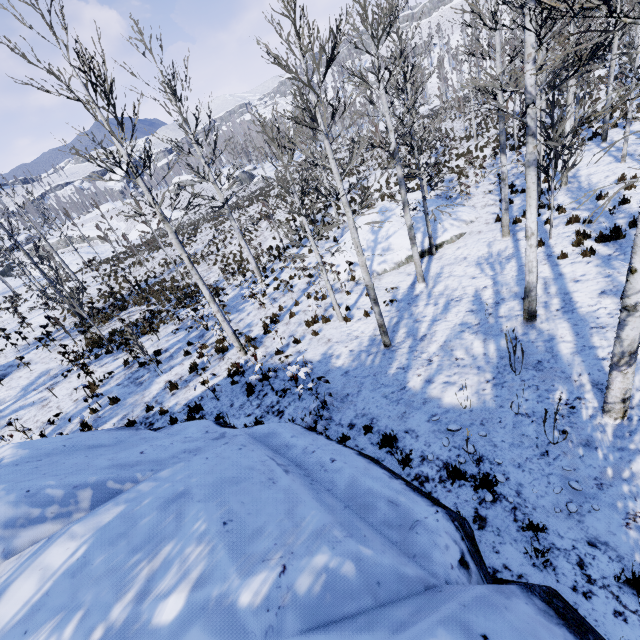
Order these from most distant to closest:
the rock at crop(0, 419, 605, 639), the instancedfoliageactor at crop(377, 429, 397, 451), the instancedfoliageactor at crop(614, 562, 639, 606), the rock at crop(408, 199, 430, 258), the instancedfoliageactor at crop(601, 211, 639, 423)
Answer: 1. the rock at crop(408, 199, 430, 258)
2. the instancedfoliageactor at crop(377, 429, 397, 451)
3. the instancedfoliageactor at crop(601, 211, 639, 423)
4. the instancedfoliageactor at crop(614, 562, 639, 606)
5. the rock at crop(0, 419, 605, 639)

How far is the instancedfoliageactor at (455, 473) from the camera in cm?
500

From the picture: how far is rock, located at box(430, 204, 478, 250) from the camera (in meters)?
14.82

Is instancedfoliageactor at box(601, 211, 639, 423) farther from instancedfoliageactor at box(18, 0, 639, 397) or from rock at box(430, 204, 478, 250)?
rock at box(430, 204, 478, 250)

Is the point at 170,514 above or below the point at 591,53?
below

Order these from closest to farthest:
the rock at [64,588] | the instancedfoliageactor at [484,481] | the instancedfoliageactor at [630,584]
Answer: the rock at [64,588], the instancedfoliageactor at [630,584], the instancedfoliageactor at [484,481]

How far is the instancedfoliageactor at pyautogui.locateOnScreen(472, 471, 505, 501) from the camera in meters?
4.7 m
